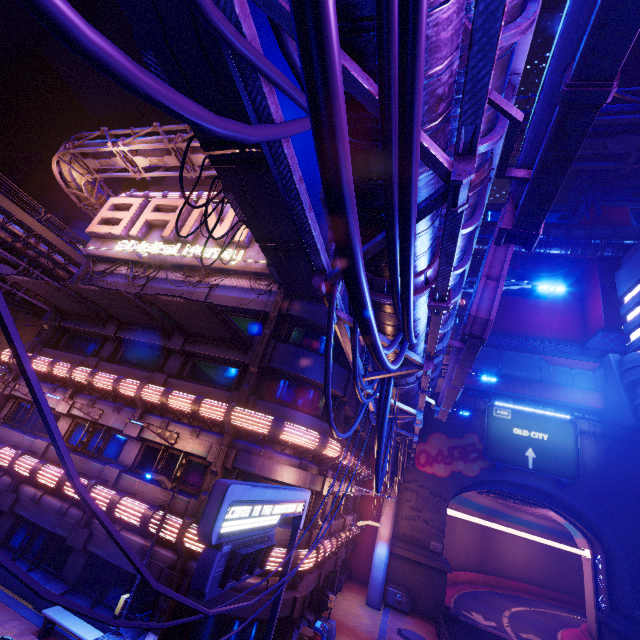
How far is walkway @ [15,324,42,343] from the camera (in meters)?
29.61

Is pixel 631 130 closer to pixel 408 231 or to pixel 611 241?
pixel 408 231

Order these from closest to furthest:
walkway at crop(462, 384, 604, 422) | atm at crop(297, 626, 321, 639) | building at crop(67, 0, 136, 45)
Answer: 1. atm at crop(297, 626, 321, 639)
2. walkway at crop(462, 384, 604, 422)
3. building at crop(67, 0, 136, 45)

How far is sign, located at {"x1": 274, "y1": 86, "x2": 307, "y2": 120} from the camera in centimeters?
452cm

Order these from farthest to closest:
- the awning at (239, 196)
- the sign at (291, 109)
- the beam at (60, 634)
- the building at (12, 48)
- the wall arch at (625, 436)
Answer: the building at (12, 48), the wall arch at (625, 436), the beam at (60, 634), the awning at (239, 196), the sign at (291, 109)

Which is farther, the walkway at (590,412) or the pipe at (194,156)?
the walkway at (590,412)

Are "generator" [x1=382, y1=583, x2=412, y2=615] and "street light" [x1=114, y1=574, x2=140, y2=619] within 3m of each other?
no

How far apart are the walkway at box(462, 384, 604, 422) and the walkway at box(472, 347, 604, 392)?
1.47m
